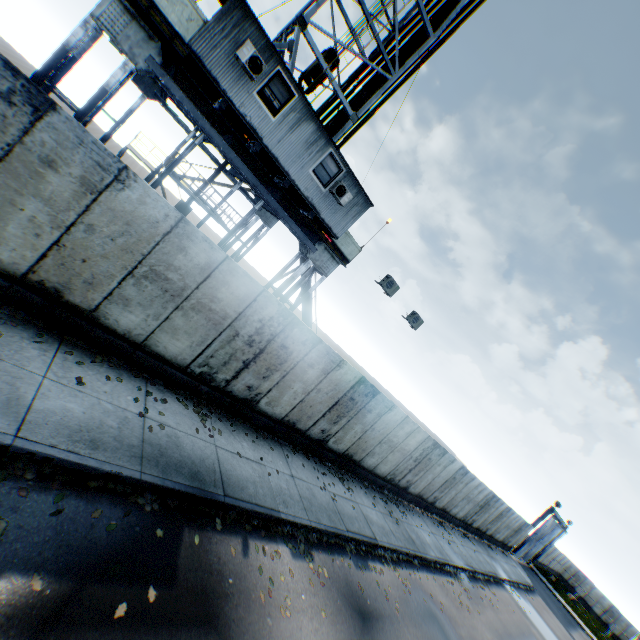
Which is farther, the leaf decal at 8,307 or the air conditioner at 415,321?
the air conditioner at 415,321

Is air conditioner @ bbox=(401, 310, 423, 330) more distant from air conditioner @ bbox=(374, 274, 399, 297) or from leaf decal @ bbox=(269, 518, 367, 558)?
leaf decal @ bbox=(269, 518, 367, 558)

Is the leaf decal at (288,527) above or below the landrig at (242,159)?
below

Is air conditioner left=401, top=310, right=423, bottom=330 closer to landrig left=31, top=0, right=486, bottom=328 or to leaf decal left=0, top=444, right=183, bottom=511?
landrig left=31, top=0, right=486, bottom=328

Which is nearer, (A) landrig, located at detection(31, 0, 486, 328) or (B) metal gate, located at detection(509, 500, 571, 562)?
(A) landrig, located at detection(31, 0, 486, 328)

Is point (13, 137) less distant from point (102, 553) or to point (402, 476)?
point (102, 553)

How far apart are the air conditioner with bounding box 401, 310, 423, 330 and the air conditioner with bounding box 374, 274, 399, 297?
1.8 meters

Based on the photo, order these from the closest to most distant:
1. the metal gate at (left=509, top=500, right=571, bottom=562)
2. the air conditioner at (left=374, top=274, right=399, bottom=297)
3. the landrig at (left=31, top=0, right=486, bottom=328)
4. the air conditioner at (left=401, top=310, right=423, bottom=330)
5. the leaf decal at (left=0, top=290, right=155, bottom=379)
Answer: the leaf decal at (left=0, top=290, right=155, bottom=379), the landrig at (left=31, top=0, right=486, bottom=328), the air conditioner at (left=374, top=274, right=399, bottom=297), the air conditioner at (left=401, top=310, right=423, bottom=330), the metal gate at (left=509, top=500, right=571, bottom=562)
